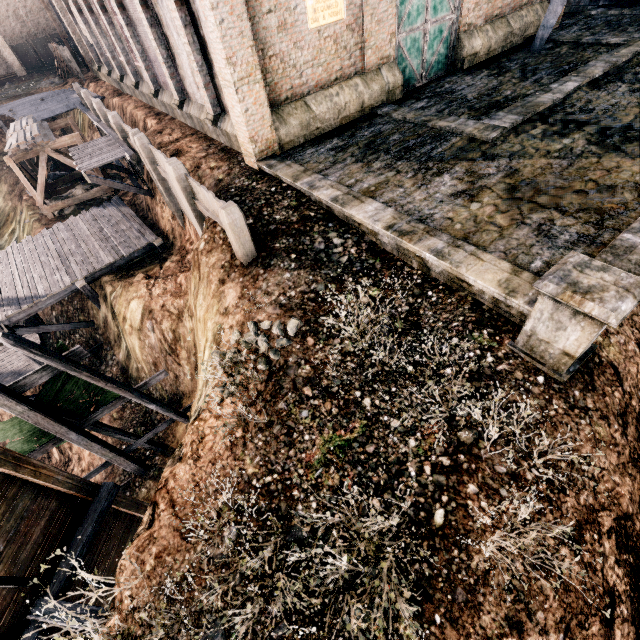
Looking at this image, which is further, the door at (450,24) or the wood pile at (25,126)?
the wood pile at (25,126)

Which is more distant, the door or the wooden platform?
the wooden platform

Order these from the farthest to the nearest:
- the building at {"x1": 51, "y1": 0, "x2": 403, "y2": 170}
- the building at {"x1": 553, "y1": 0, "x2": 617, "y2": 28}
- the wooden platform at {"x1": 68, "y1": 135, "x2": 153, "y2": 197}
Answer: the building at {"x1": 553, "y1": 0, "x2": 617, "y2": 28} → the wooden platform at {"x1": 68, "y1": 135, "x2": 153, "y2": 197} → the building at {"x1": 51, "y1": 0, "x2": 403, "y2": 170}

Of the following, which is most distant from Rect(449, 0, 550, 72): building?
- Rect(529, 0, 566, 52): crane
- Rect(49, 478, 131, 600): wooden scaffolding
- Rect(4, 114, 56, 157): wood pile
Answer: Rect(49, 478, 131, 600): wooden scaffolding

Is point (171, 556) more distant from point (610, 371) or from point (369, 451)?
point (610, 371)

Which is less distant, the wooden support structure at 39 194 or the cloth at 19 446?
the cloth at 19 446

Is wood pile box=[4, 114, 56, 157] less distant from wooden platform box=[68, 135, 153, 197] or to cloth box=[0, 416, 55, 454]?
wooden platform box=[68, 135, 153, 197]

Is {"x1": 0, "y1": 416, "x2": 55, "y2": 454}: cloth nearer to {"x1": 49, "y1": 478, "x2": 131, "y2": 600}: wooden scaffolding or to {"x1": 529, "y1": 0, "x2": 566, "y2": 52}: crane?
{"x1": 49, "y1": 478, "x2": 131, "y2": 600}: wooden scaffolding
